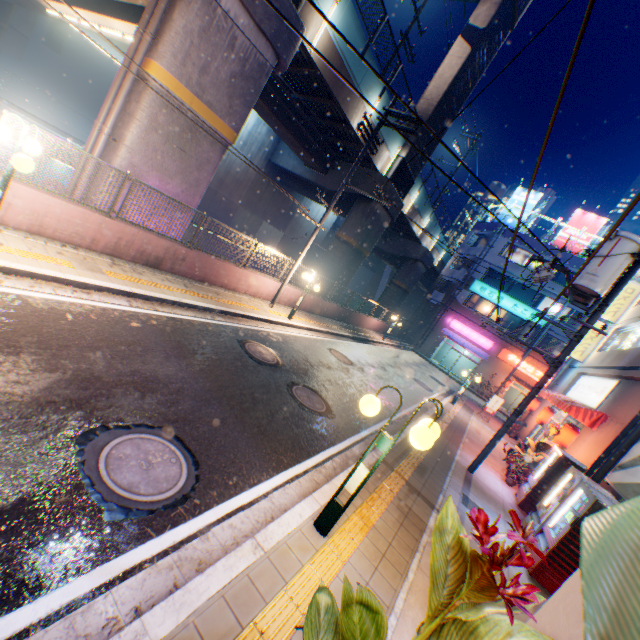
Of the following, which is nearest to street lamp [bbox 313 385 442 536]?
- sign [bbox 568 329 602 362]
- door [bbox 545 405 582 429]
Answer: door [bbox 545 405 582 429]

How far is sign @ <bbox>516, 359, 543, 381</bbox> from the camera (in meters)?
30.34

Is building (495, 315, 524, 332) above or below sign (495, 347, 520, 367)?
above

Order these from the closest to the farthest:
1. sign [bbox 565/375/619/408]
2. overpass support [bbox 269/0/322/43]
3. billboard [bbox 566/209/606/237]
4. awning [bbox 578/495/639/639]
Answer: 1. awning [bbox 578/495/639/639]
2. overpass support [bbox 269/0/322/43]
3. sign [bbox 565/375/619/408]
4. billboard [bbox 566/209/606/237]

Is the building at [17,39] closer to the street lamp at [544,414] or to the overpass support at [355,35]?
the overpass support at [355,35]

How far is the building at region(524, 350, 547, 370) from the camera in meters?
30.2

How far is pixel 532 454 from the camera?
10.84m

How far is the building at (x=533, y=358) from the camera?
30.2m
